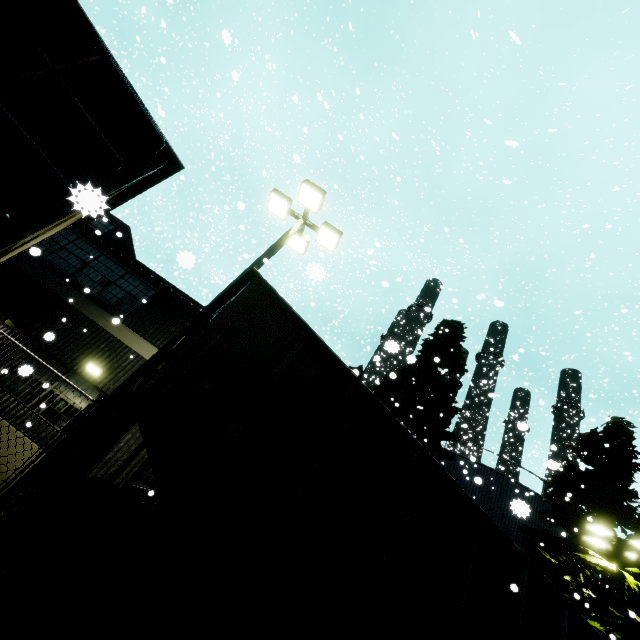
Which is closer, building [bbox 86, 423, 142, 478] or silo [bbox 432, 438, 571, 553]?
building [bbox 86, 423, 142, 478]

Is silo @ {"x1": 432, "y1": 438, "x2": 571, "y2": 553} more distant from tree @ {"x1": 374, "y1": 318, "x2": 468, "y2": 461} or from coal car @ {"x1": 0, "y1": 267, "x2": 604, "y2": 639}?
coal car @ {"x1": 0, "y1": 267, "x2": 604, "y2": 639}

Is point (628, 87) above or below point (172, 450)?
above

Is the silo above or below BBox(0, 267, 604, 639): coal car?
above

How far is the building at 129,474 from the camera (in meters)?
9.11

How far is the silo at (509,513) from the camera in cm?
1825

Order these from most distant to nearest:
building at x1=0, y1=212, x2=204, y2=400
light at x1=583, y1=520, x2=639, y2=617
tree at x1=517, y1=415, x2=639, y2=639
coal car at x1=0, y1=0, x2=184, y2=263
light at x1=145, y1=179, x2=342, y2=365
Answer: tree at x1=517, y1=415, x2=639, y2=639
light at x1=583, y1=520, x2=639, y2=617
building at x1=0, y1=212, x2=204, y2=400
light at x1=145, y1=179, x2=342, y2=365
coal car at x1=0, y1=0, x2=184, y2=263

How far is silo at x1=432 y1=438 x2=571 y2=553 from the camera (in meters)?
18.25
